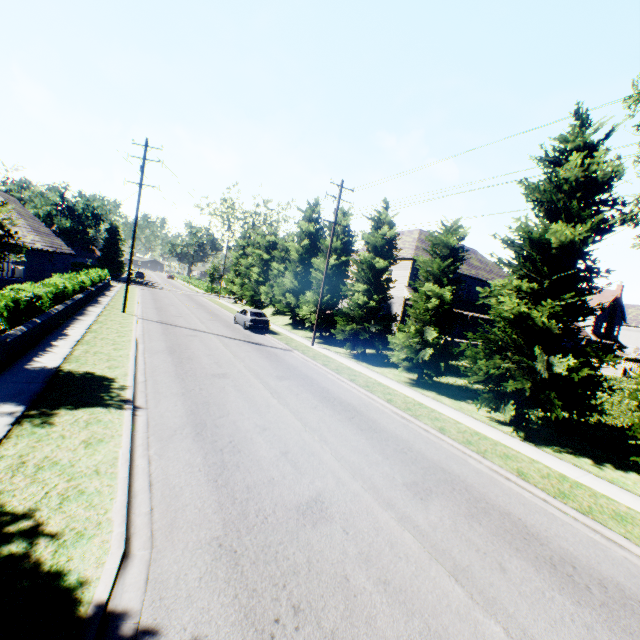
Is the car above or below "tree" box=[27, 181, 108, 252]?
below

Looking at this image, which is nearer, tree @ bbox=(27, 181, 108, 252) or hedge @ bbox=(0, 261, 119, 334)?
hedge @ bbox=(0, 261, 119, 334)

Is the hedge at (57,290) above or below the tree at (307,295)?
below

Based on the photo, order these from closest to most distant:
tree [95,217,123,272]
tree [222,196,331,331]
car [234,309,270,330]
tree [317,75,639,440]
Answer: tree [317,75,639,440], car [234,309,270,330], tree [222,196,331,331], tree [95,217,123,272]

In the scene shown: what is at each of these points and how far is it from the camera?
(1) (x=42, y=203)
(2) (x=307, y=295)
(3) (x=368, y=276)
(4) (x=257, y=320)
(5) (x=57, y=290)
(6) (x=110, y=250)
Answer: (1) tree, 52.8m
(2) tree, 25.7m
(3) tree, 21.7m
(4) car, 25.2m
(5) hedge, 17.8m
(6) tree, 58.2m

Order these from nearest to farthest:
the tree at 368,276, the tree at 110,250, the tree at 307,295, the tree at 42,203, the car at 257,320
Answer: the tree at 368,276 → the car at 257,320 → the tree at 307,295 → the tree at 42,203 → the tree at 110,250

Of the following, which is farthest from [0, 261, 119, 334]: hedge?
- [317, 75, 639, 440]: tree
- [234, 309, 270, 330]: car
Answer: [234, 309, 270, 330]: car
